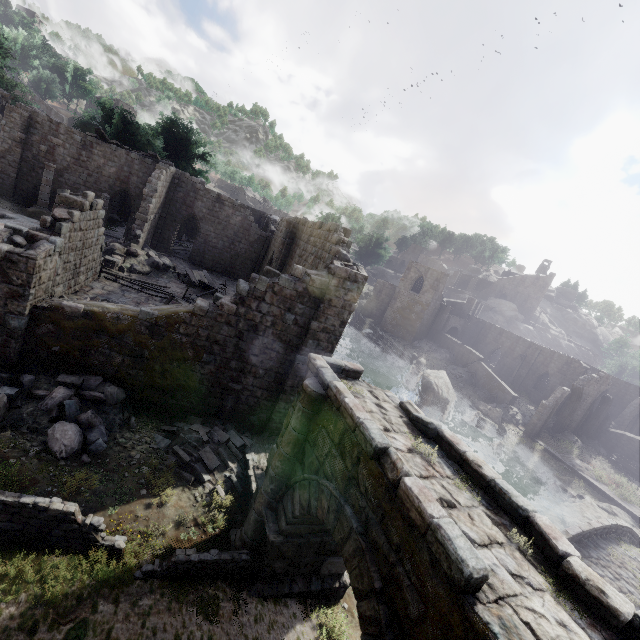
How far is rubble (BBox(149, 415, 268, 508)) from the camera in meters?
9.9 m

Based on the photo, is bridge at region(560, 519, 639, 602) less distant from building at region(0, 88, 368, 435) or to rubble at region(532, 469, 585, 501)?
rubble at region(532, 469, 585, 501)

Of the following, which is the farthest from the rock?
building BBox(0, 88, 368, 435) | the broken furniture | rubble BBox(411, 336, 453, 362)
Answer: the broken furniture

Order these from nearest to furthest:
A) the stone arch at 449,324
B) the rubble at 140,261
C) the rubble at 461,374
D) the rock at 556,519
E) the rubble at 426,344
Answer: the rubble at 140,261, the rock at 556,519, the rubble at 461,374, the rubble at 426,344, the stone arch at 449,324

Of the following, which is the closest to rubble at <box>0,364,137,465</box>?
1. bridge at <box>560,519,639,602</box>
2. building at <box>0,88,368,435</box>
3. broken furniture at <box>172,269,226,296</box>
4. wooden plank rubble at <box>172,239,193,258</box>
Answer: building at <box>0,88,368,435</box>

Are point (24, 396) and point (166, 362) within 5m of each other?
yes

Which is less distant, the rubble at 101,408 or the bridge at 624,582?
the rubble at 101,408

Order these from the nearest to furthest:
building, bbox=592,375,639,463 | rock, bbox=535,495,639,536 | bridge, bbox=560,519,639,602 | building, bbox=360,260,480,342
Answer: bridge, bbox=560,519,639,602 < rock, bbox=535,495,639,536 < building, bbox=592,375,639,463 < building, bbox=360,260,480,342
